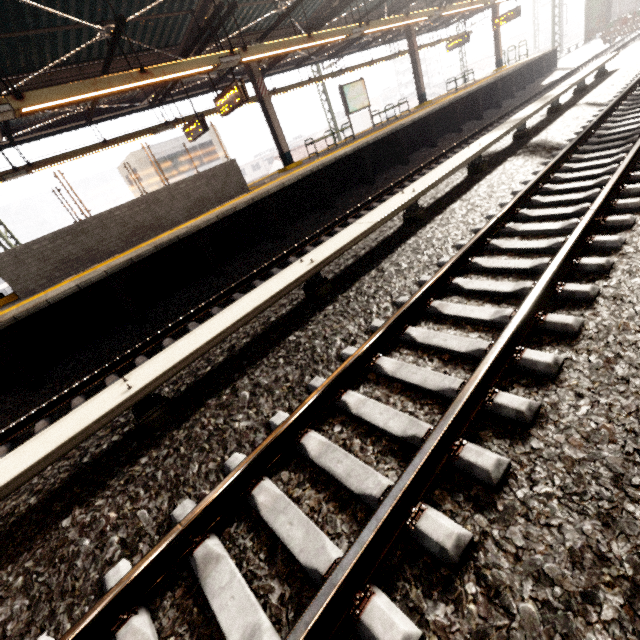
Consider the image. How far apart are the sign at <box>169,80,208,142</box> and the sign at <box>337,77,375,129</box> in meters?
6.0

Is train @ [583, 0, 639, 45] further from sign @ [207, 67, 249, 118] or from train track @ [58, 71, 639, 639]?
sign @ [207, 67, 249, 118]

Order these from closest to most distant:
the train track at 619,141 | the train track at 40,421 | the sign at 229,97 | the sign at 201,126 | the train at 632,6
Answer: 1. the train track at 619,141
2. the train track at 40,421
3. the sign at 229,97
4. the sign at 201,126
5. the train at 632,6

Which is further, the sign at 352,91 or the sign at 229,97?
the sign at 352,91

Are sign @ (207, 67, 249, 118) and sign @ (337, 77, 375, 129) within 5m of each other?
no

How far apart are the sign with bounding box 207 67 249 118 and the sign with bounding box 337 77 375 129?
6.0 meters

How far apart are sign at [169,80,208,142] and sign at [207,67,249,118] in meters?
1.4 m

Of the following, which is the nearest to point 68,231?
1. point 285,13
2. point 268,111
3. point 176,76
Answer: point 176,76
